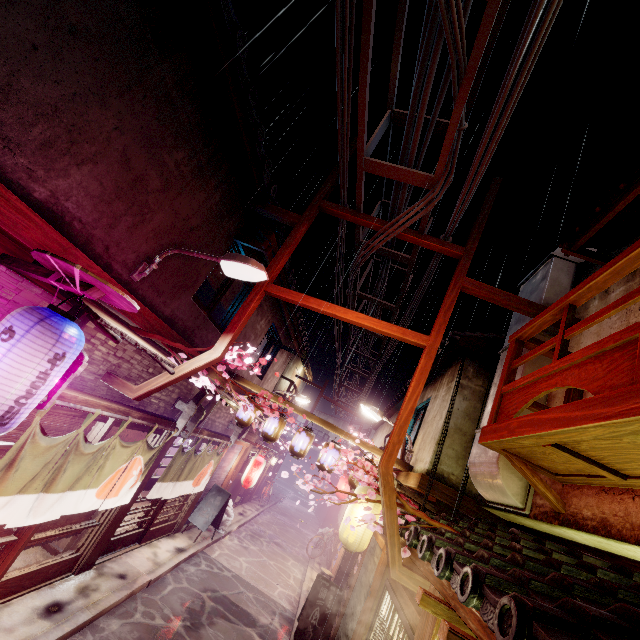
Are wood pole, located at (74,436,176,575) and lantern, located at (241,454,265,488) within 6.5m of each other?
no

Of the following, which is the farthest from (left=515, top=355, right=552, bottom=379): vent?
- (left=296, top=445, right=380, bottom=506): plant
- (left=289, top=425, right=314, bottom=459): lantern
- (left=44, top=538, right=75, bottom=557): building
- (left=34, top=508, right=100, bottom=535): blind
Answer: (left=44, top=538, right=75, bottom=557): building

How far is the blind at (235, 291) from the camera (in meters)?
13.66

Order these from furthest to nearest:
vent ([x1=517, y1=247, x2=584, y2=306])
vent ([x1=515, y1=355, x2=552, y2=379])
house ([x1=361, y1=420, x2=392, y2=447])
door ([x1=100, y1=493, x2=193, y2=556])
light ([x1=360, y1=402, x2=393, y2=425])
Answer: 1. house ([x1=361, y1=420, x2=392, y2=447])
2. light ([x1=360, y1=402, x2=393, y2=425])
3. door ([x1=100, y1=493, x2=193, y2=556])
4. vent ([x1=517, y1=247, x2=584, y2=306])
5. vent ([x1=515, y1=355, x2=552, y2=379])

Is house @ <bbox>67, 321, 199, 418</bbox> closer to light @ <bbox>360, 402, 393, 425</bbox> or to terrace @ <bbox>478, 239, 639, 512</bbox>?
light @ <bbox>360, 402, 393, 425</bbox>

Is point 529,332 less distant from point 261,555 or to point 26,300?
point 26,300

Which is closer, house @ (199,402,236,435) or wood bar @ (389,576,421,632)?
wood bar @ (389,576,421,632)

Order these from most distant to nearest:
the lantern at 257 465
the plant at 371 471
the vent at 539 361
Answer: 1. the lantern at 257 465
2. the vent at 539 361
3. the plant at 371 471
